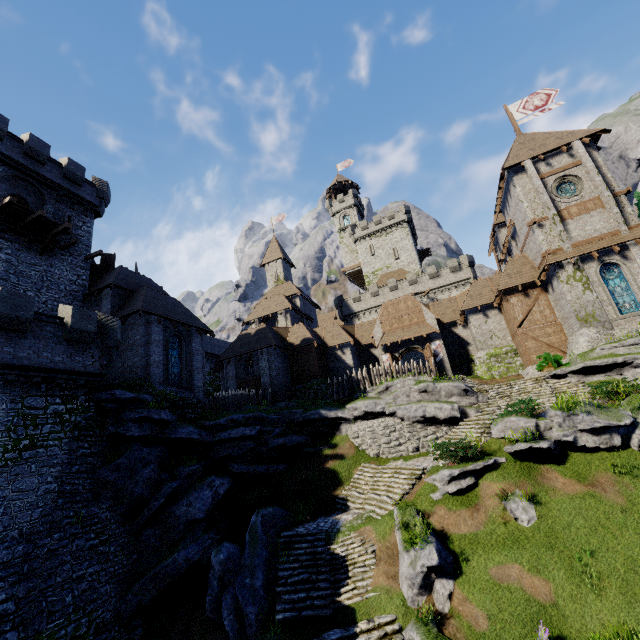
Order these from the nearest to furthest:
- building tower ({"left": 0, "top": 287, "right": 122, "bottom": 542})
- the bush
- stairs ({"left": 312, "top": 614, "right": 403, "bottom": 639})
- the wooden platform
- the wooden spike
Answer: stairs ({"left": 312, "top": 614, "right": 403, "bottom": 639})
building tower ({"left": 0, "top": 287, "right": 122, "bottom": 542})
the wooden platform
the bush
the wooden spike

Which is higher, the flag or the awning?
the flag

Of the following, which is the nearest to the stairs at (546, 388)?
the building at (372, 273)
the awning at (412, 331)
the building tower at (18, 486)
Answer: the awning at (412, 331)

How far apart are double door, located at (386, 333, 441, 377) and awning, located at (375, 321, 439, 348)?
0.5m

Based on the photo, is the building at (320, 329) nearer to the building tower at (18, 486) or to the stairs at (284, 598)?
the stairs at (284, 598)

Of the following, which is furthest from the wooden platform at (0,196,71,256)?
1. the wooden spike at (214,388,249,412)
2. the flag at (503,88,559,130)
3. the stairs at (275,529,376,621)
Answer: the flag at (503,88,559,130)

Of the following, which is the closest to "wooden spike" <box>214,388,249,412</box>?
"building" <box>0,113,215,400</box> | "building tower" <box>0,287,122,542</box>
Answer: "building" <box>0,113,215,400</box>

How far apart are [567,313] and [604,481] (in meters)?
14.04
